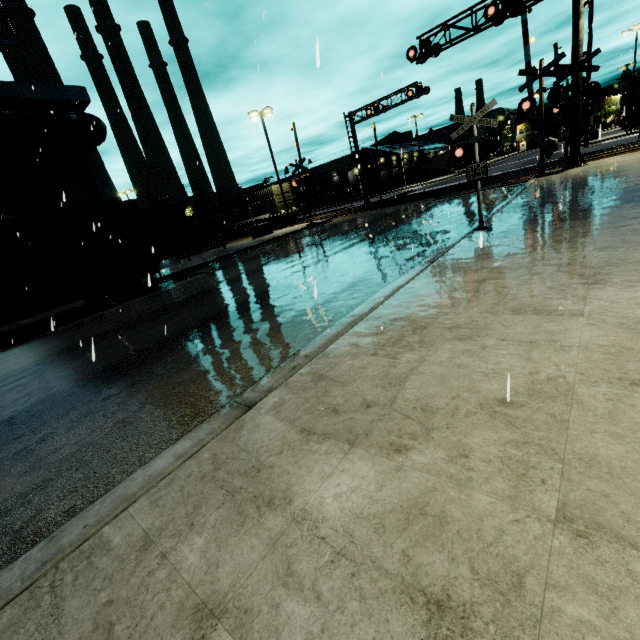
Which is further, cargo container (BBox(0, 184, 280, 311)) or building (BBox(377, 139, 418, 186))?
building (BBox(377, 139, 418, 186))

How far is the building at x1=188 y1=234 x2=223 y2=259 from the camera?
27.5 meters

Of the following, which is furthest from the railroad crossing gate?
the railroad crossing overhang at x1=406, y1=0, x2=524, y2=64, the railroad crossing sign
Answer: the railroad crossing sign

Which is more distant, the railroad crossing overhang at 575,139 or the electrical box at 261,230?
the electrical box at 261,230

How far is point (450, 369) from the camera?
3.03m

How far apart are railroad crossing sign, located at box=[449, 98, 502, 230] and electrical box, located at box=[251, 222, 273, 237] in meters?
22.0

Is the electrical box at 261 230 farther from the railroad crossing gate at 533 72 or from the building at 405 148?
the railroad crossing gate at 533 72

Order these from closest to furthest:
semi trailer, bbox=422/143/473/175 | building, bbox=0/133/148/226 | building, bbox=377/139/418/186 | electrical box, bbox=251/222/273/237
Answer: building, bbox=0/133/148/226
electrical box, bbox=251/222/273/237
building, bbox=377/139/418/186
semi trailer, bbox=422/143/473/175
